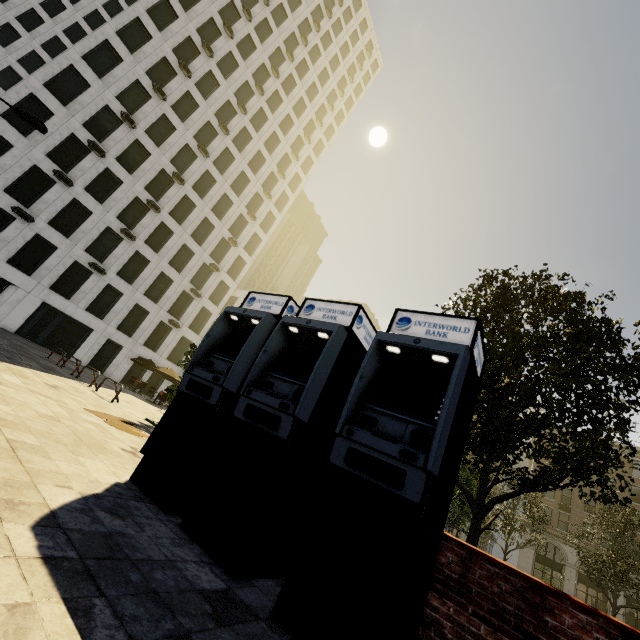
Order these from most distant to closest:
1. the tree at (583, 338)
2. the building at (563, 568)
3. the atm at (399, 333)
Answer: the building at (563, 568), the tree at (583, 338), the atm at (399, 333)

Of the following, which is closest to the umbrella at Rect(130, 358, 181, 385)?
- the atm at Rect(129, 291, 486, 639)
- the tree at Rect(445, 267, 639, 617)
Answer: the tree at Rect(445, 267, 639, 617)

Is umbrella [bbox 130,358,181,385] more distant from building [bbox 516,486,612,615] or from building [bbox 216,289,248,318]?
building [bbox 516,486,612,615]

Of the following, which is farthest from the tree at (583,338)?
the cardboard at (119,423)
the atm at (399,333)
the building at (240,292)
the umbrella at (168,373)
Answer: the building at (240,292)

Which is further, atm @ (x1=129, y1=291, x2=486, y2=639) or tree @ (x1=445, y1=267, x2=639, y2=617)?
tree @ (x1=445, y1=267, x2=639, y2=617)

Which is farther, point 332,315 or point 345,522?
point 332,315

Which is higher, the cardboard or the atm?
the atm

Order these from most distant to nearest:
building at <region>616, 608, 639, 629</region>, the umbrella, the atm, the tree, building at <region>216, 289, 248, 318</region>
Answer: building at <region>216, 289, 248, 318</region>
building at <region>616, 608, 639, 629</region>
the umbrella
the tree
the atm
